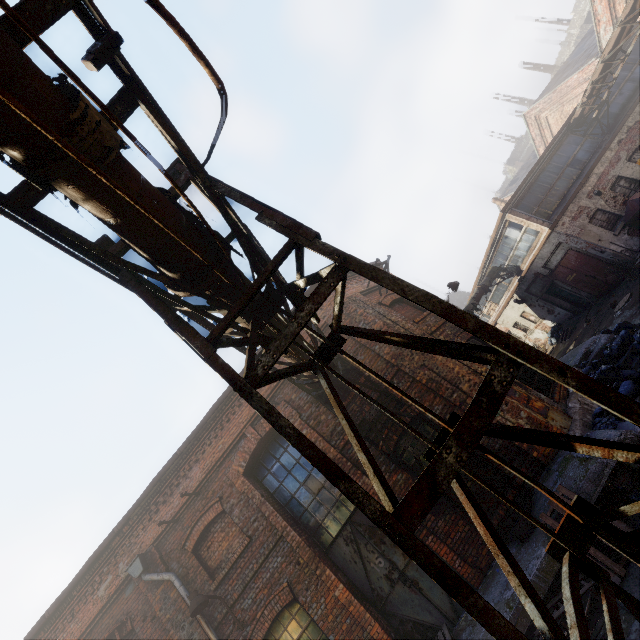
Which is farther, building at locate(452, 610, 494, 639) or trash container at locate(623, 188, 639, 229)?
trash container at locate(623, 188, 639, 229)

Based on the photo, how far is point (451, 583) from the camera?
1.6m

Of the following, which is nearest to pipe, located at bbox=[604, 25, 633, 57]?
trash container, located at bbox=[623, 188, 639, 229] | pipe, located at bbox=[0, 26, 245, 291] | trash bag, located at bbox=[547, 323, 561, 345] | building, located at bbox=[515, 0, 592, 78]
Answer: trash container, located at bbox=[623, 188, 639, 229]

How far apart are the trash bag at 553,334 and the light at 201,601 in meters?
22.3 m

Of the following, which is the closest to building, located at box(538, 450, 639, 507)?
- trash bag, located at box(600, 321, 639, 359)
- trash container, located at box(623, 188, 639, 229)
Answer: trash bag, located at box(600, 321, 639, 359)

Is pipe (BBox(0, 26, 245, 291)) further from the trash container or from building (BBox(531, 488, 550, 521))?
the trash container

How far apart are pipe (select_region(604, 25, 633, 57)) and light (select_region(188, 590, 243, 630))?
24.9m

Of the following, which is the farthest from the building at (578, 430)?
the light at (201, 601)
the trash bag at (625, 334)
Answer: the light at (201, 601)
